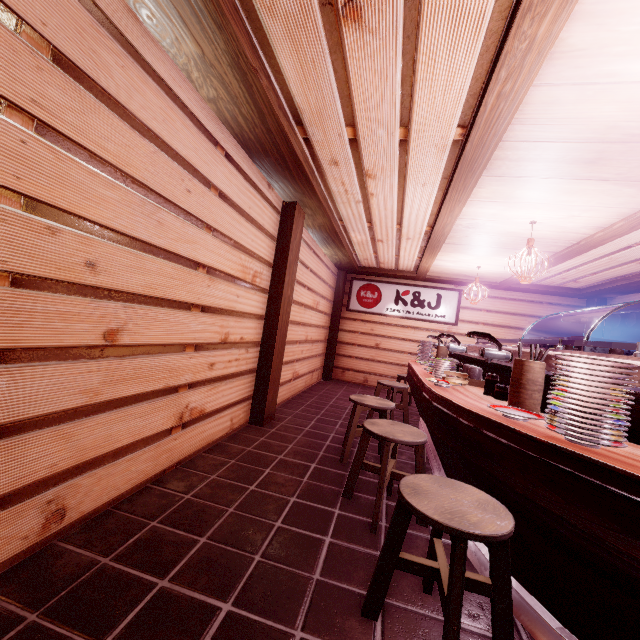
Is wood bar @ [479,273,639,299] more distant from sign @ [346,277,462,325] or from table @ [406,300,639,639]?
table @ [406,300,639,639]

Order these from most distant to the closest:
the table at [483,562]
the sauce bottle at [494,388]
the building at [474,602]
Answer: the sauce bottle at [494,388] → the table at [483,562] → the building at [474,602]

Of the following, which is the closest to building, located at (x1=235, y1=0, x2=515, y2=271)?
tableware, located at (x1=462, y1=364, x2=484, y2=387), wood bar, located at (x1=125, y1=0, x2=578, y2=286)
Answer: wood bar, located at (x1=125, y1=0, x2=578, y2=286)

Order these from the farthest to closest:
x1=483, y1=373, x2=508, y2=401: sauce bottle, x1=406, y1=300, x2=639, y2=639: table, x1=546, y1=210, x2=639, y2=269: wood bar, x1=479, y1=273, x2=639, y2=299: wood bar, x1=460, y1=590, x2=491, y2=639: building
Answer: x1=479, y1=273, x2=639, y2=299: wood bar
x1=546, y1=210, x2=639, y2=269: wood bar
x1=483, y1=373, x2=508, y2=401: sauce bottle
x1=460, y1=590, x2=491, y2=639: building
x1=406, y1=300, x2=639, y2=639: table

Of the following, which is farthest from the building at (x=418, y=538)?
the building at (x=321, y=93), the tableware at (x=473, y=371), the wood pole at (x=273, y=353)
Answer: the tableware at (x=473, y=371)

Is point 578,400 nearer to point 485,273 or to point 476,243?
point 476,243

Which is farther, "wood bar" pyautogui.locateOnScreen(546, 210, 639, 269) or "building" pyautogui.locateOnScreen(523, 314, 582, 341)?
"building" pyautogui.locateOnScreen(523, 314, 582, 341)

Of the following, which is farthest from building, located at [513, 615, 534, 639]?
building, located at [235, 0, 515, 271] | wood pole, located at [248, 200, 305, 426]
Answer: building, located at [235, 0, 515, 271]
